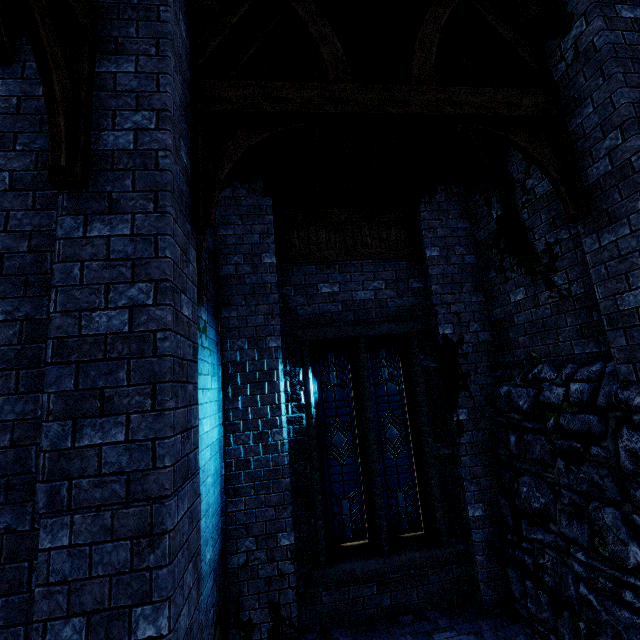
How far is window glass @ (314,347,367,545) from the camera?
5.49m

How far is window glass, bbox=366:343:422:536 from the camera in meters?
5.6

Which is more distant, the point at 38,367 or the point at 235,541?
the point at 235,541

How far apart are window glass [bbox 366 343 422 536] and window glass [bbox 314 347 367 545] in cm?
20

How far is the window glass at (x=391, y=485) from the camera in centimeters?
562cm

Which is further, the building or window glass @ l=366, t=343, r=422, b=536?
window glass @ l=366, t=343, r=422, b=536

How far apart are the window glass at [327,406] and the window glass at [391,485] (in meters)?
0.20

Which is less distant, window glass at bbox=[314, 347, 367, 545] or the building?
the building
